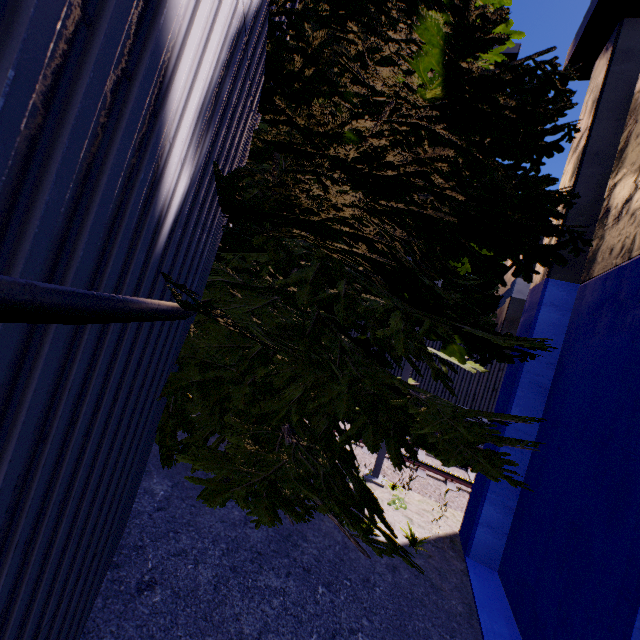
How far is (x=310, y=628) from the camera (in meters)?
3.32

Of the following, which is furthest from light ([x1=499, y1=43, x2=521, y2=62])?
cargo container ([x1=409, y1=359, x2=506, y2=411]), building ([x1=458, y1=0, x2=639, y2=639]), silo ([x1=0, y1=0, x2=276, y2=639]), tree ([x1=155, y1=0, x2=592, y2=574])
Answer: silo ([x1=0, y1=0, x2=276, y2=639])

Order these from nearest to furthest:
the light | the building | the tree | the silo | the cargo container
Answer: the silo, the tree, the building, the light, the cargo container

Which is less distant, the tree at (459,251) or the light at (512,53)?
the tree at (459,251)

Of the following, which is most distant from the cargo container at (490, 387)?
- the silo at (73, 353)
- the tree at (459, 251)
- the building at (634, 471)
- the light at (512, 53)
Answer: the silo at (73, 353)

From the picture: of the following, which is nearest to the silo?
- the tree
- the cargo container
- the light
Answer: the tree

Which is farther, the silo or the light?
the light

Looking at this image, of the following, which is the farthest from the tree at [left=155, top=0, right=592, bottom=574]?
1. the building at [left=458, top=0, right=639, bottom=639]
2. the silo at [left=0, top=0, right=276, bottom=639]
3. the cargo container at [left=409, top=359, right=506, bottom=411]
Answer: the cargo container at [left=409, top=359, right=506, bottom=411]
